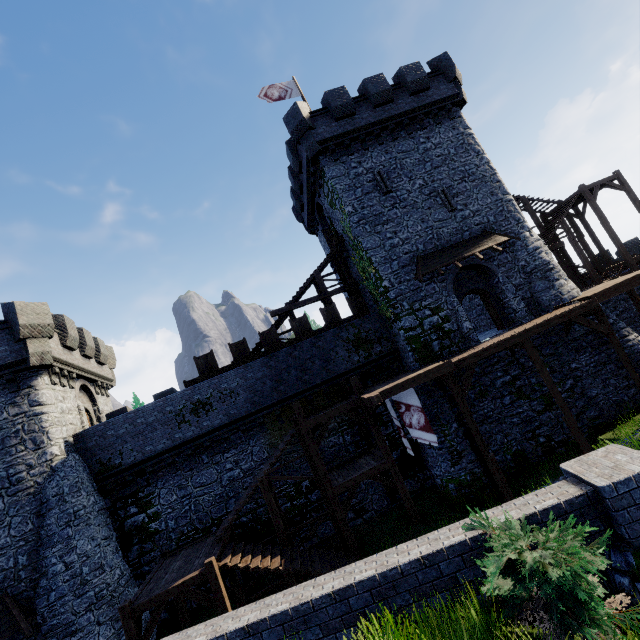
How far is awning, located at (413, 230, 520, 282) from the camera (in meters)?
17.42

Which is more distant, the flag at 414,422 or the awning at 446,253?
the awning at 446,253

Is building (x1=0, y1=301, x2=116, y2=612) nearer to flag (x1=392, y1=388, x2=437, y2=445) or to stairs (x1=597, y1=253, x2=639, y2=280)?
A: flag (x1=392, y1=388, x2=437, y2=445)

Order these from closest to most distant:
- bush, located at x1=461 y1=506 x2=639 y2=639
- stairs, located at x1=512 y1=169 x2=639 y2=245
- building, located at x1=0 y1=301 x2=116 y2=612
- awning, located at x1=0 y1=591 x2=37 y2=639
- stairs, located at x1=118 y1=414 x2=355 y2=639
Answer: bush, located at x1=461 y1=506 x2=639 y2=639 < stairs, located at x1=118 y1=414 x2=355 y2=639 < awning, located at x1=0 y1=591 x2=37 y2=639 < building, located at x1=0 y1=301 x2=116 y2=612 < stairs, located at x1=512 y1=169 x2=639 y2=245

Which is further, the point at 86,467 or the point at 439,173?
the point at 439,173

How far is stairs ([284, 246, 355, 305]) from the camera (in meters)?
21.19

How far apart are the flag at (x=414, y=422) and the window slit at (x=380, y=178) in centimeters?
1129cm

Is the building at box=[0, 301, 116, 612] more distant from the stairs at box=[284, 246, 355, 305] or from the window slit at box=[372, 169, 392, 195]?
the window slit at box=[372, 169, 392, 195]
